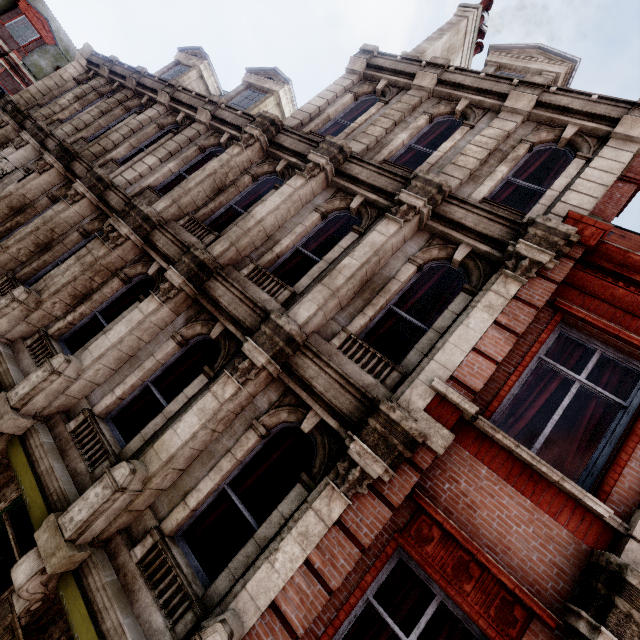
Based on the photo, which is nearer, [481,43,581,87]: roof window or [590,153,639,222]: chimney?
[590,153,639,222]: chimney

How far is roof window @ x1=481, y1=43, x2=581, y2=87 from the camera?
8.8m

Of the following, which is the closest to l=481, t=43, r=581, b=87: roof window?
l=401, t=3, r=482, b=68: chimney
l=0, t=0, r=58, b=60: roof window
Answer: l=401, t=3, r=482, b=68: chimney

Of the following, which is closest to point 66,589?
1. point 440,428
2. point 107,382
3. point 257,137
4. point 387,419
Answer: point 107,382

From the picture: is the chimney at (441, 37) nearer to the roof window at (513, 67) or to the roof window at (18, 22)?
the roof window at (513, 67)

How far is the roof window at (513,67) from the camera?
8.8 meters

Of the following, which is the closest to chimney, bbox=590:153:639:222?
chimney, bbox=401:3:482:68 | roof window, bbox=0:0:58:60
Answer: chimney, bbox=401:3:482:68
